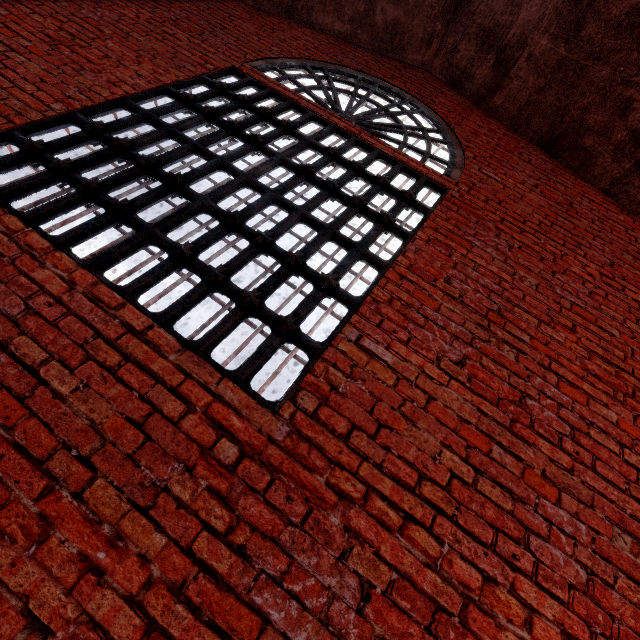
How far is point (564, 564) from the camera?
1.64m

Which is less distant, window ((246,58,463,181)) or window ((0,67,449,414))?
window ((0,67,449,414))

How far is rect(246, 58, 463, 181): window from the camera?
3.8m

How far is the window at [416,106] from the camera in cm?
377

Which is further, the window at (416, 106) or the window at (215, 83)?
the window at (416, 106)

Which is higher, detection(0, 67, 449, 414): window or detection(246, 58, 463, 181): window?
detection(246, 58, 463, 181): window
